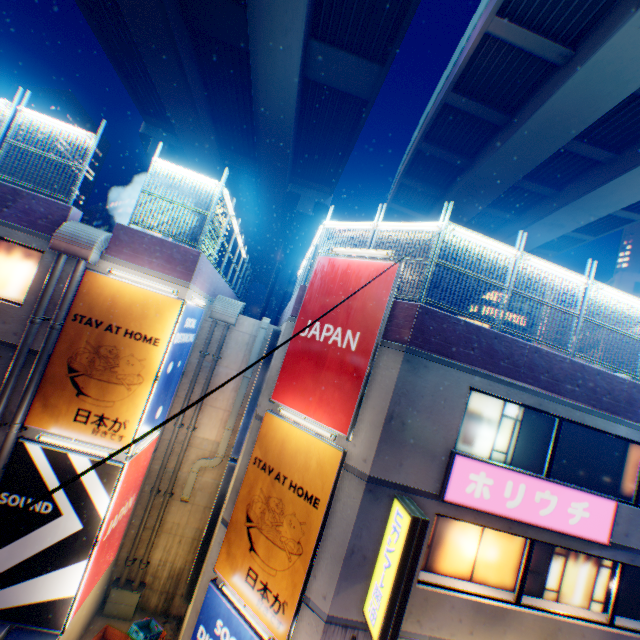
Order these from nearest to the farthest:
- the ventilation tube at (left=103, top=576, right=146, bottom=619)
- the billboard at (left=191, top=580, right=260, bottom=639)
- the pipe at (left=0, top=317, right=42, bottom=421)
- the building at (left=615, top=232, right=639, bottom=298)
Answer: the billboard at (left=191, top=580, right=260, bottom=639) < the pipe at (left=0, top=317, right=42, bottom=421) < the ventilation tube at (left=103, top=576, right=146, bottom=619) < the building at (left=615, top=232, right=639, bottom=298)

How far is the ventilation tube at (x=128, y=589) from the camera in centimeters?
1129cm

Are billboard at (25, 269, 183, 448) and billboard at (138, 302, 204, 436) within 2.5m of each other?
yes

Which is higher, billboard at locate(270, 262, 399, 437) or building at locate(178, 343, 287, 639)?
billboard at locate(270, 262, 399, 437)

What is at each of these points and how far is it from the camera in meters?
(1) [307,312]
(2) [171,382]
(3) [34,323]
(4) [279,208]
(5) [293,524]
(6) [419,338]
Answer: (1) billboard, 9.0 m
(2) billboard, 10.6 m
(3) pipe, 8.3 m
(4) overpass support, 34.1 m
(5) billboard, 7.6 m
(6) concrete block, 7.4 m

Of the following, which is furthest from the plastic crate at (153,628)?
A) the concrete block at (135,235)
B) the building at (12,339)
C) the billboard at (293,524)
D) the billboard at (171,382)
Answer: the concrete block at (135,235)

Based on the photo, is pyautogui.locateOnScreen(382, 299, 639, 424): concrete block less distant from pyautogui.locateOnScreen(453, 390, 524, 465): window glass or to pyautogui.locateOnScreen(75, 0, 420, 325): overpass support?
pyautogui.locateOnScreen(453, 390, 524, 465): window glass

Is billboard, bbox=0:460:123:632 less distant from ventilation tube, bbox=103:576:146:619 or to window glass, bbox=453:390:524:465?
ventilation tube, bbox=103:576:146:619
